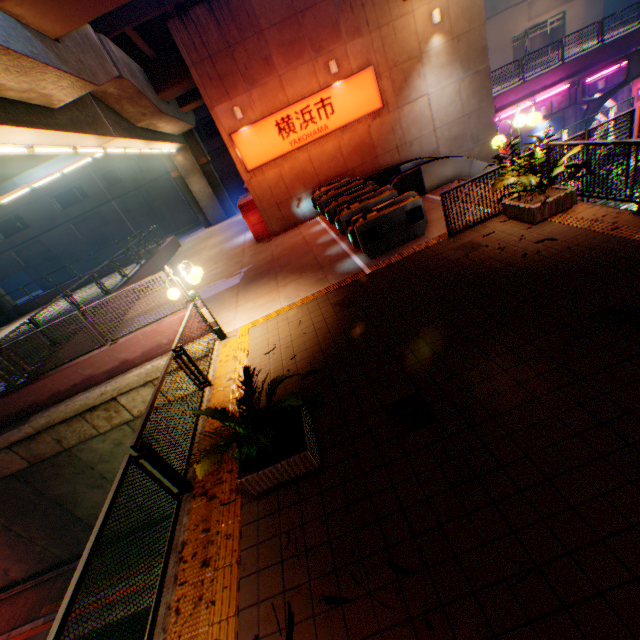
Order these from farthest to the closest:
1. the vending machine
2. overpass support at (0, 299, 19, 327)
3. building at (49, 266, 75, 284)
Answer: building at (49, 266, 75, 284) → overpass support at (0, 299, 19, 327) → the vending machine

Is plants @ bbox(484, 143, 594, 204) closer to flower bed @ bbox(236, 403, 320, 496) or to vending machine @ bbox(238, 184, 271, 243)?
flower bed @ bbox(236, 403, 320, 496)

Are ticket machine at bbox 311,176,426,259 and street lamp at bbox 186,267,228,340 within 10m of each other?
yes

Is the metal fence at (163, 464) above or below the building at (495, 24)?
below

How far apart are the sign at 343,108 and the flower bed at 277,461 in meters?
12.6

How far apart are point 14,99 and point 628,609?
13.0m

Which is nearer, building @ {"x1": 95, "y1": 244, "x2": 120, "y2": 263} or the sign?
the sign

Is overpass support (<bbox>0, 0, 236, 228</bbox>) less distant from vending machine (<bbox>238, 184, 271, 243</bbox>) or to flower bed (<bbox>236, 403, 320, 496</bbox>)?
flower bed (<bbox>236, 403, 320, 496</bbox>)
